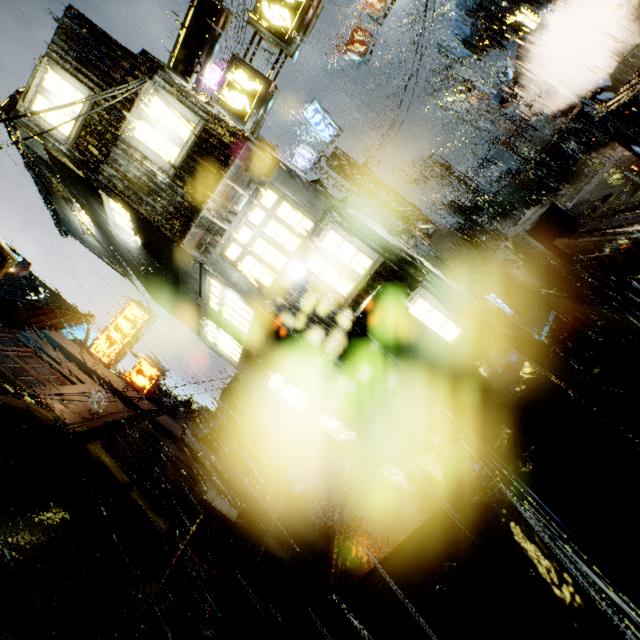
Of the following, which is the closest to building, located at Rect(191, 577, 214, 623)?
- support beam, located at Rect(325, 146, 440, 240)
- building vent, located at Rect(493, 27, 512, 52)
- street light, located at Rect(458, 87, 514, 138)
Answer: building vent, located at Rect(493, 27, 512, 52)

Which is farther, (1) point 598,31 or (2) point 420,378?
(1) point 598,31

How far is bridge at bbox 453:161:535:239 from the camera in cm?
1759

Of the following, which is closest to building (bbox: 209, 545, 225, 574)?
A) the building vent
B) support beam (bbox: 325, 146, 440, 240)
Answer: the building vent

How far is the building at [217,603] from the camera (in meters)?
7.70

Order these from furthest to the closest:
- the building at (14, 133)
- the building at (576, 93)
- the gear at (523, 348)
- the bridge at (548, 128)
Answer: the bridge at (548, 128)
the building at (576, 93)
the building at (14, 133)
the gear at (523, 348)

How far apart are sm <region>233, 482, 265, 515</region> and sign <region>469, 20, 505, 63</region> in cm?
2187

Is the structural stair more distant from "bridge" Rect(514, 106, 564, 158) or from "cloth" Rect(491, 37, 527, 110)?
"cloth" Rect(491, 37, 527, 110)
